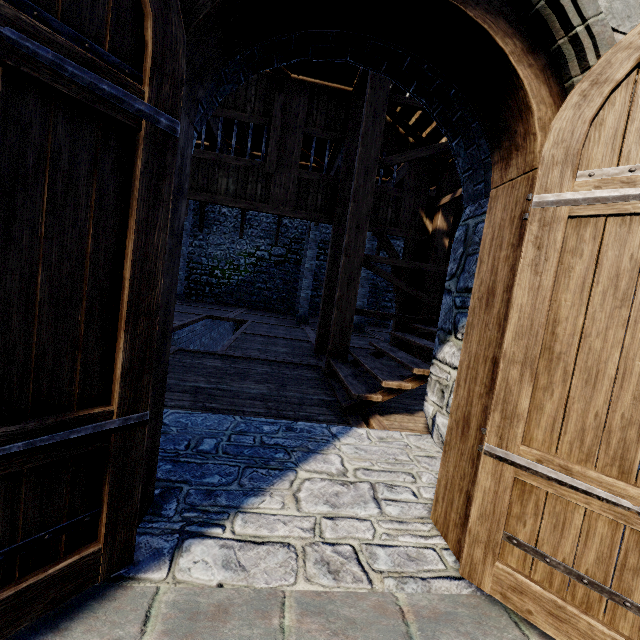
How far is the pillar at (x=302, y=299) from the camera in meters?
13.2 m

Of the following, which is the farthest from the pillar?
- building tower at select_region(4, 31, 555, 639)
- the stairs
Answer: the stairs

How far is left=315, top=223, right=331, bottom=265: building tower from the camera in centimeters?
1903cm

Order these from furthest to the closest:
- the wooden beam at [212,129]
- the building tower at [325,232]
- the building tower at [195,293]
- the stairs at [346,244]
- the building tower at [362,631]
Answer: the building tower at [325,232] < the building tower at [195,293] < the wooden beam at [212,129] < the stairs at [346,244] < the building tower at [362,631]

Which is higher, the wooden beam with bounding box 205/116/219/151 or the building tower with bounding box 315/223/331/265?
the wooden beam with bounding box 205/116/219/151

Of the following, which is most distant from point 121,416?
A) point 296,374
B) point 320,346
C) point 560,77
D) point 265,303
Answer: point 265,303

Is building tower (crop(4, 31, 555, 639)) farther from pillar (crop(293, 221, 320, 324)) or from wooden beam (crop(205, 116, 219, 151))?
pillar (crop(293, 221, 320, 324))

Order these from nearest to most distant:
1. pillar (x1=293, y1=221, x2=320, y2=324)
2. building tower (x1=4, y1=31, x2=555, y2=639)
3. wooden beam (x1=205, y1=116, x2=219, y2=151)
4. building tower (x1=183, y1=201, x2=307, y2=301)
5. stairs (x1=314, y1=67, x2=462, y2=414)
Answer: building tower (x1=4, y1=31, x2=555, y2=639)
stairs (x1=314, y1=67, x2=462, y2=414)
wooden beam (x1=205, y1=116, x2=219, y2=151)
pillar (x1=293, y1=221, x2=320, y2=324)
building tower (x1=183, y1=201, x2=307, y2=301)
